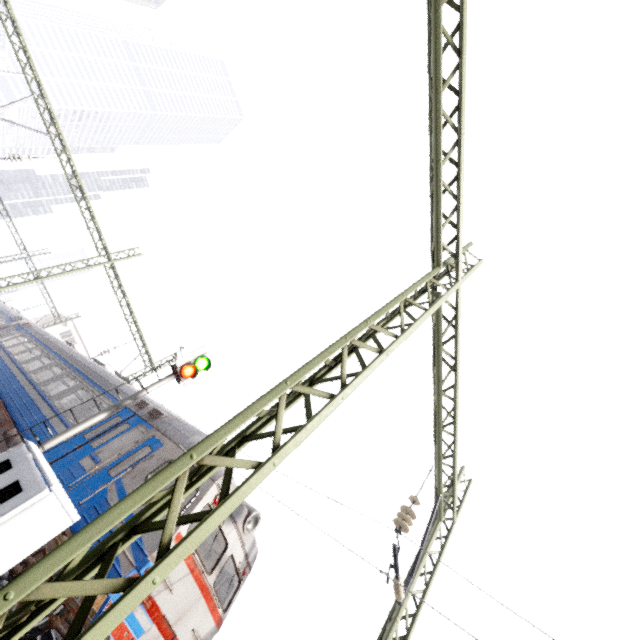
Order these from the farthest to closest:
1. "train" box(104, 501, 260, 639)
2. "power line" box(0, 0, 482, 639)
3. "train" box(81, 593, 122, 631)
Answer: "train" box(104, 501, 260, 639) → "train" box(81, 593, 122, 631) → "power line" box(0, 0, 482, 639)

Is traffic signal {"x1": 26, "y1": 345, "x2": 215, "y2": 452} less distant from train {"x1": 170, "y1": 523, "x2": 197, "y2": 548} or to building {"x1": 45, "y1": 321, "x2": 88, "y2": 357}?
train {"x1": 170, "y1": 523, "x2": 197, "y2": 548}

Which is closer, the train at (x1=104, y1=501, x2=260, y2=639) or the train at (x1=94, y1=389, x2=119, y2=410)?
the train at (x1=104, y1=501, x2=260, y2=639)

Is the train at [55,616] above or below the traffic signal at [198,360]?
below

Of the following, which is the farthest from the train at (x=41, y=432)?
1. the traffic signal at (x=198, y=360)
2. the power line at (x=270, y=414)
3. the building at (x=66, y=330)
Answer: the power line at (x=270, y=414)

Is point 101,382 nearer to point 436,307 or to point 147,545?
point 147,545

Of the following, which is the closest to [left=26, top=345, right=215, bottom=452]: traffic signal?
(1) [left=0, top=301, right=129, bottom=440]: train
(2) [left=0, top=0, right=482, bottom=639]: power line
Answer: (1) [left=0, top=301, right=129, bottom=440]: train

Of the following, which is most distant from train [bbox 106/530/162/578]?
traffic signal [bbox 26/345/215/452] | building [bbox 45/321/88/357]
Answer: building [bbox 45/321/88/357]
